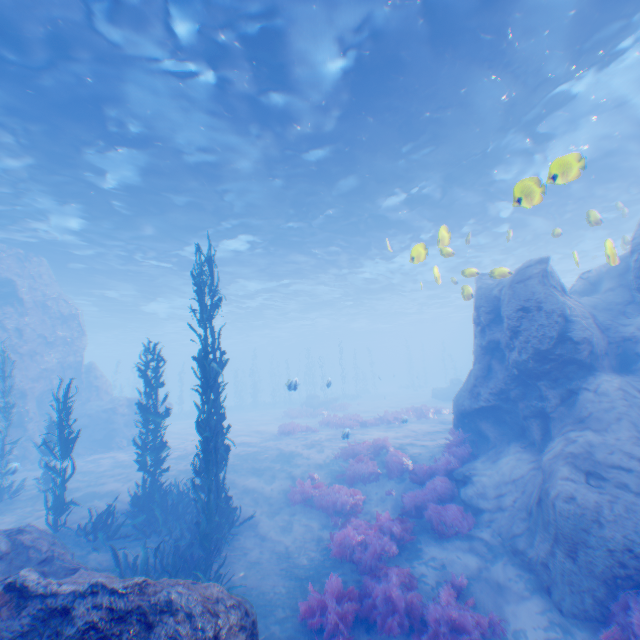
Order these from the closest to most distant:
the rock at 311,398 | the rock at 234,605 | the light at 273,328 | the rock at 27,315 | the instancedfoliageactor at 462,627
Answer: the rock at 234,605, the instancedfoliageactor at 462,627, the light at 273,328, the rock at 27,315, the rock at 311,398

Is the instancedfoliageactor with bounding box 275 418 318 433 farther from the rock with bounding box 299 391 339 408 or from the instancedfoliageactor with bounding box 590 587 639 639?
the rock with bounding box 299 391 339 408

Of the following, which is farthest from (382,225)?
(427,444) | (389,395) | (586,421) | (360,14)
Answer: (389,395)

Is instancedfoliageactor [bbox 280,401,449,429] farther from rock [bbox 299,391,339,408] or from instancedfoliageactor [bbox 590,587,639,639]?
rock [bbox 299,391,339,408]

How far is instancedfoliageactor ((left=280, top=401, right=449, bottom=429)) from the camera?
20.1m

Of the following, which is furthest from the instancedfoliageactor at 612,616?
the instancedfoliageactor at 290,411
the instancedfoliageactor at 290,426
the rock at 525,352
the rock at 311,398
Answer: the rock at 311,398

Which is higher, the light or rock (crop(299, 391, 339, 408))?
the light

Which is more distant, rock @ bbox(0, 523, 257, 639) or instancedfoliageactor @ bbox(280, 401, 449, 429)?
instancedfoliageactor @ bbox(280, 401, 449, 429)
